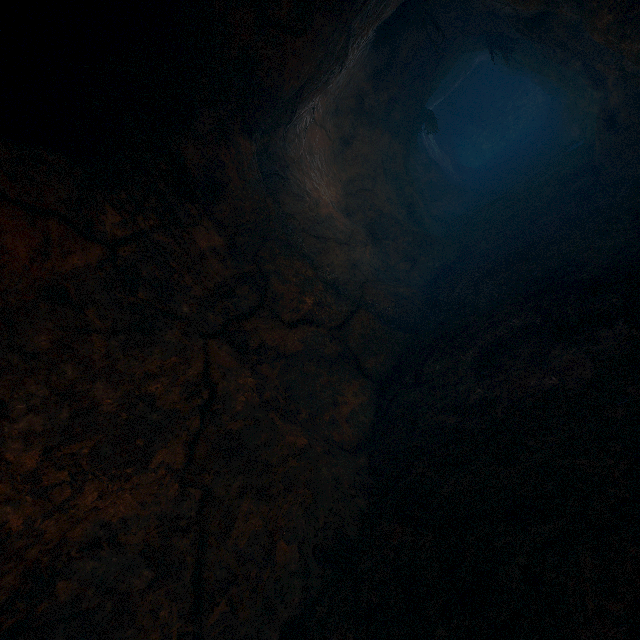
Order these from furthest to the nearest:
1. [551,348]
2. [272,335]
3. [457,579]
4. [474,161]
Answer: [474,161] < [272,335] < [551,348] < [457,579]
